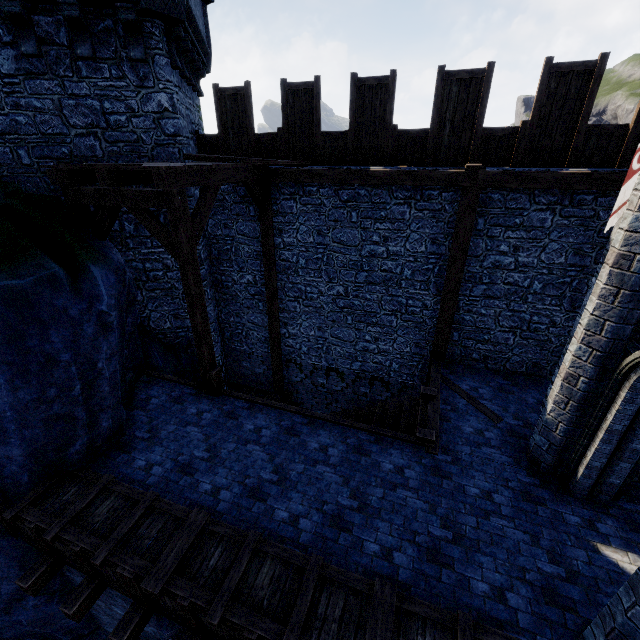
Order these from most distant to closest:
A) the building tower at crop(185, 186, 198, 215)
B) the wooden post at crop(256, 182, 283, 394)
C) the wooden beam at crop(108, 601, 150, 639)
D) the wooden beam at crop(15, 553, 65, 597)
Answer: the wooden post at crop(256, 182, 283, 394) < the building tower at crop(185, 186, 198, 215) < the wooden beam at crop(15, 553, 65, 597) < the wooden beam at crop(108, 601, 150, 639)

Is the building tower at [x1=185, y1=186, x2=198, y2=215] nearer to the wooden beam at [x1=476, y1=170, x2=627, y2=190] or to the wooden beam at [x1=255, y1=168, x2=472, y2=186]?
the wooden beam at [x1=255, y1=168, x2=472, y2=186]

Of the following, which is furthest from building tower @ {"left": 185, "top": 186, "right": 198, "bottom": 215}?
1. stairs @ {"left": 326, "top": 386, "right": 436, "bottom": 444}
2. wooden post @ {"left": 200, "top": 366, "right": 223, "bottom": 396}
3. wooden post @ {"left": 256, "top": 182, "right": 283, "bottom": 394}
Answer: stairs @ {"left": 326, "top": 386, "right": 436, "bottom": 444}

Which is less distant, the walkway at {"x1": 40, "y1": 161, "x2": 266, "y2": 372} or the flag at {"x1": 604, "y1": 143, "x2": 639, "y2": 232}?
the flag at {"x1": 604, "y1": 143, "x2": 639, "y2": 232}

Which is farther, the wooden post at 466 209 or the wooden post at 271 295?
the wooden post at 271 295

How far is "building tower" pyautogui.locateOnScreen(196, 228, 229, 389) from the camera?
9.2 meters

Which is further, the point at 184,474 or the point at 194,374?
the point at 194,374

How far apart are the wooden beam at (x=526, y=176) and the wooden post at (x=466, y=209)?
0.0 meters
